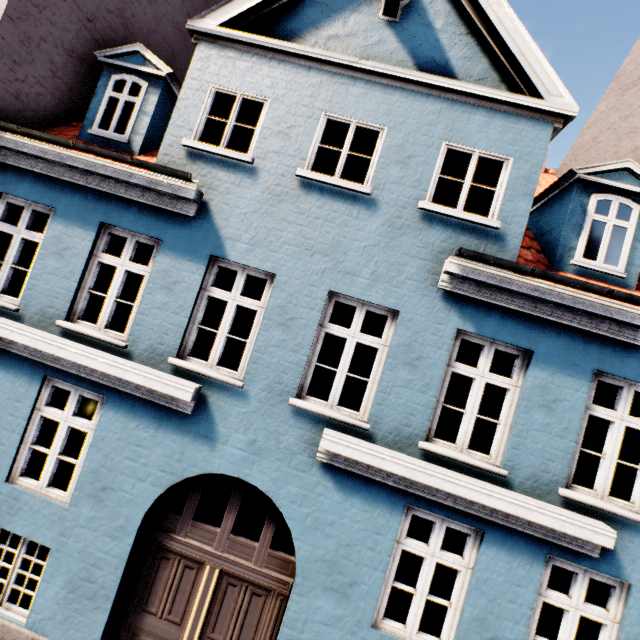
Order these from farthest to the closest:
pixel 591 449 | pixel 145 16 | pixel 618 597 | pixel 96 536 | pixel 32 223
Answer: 1. pixel 145 16
2. pixel 32 223
3. pixel 591 449
4. pixel 96 536
5. pixel 618 597
